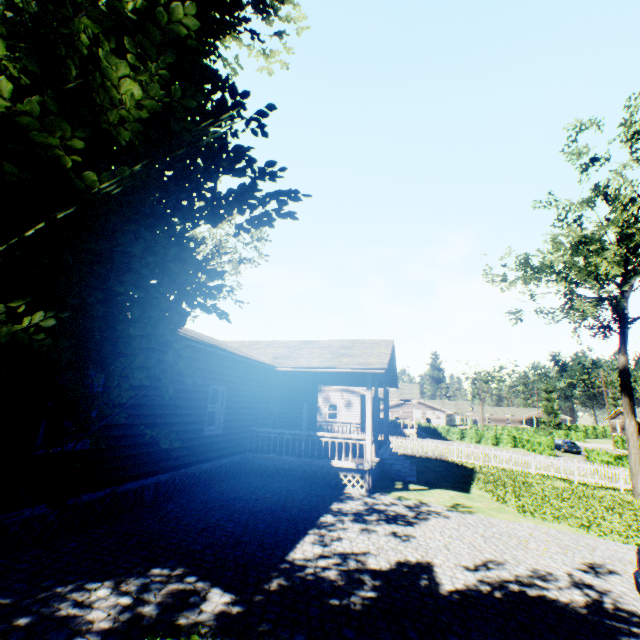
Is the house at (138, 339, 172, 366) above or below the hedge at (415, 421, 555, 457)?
above

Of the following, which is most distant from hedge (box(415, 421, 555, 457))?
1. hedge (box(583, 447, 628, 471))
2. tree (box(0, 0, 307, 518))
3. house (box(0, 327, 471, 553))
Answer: tree (box(0, 0, 307, 518))

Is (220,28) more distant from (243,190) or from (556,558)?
(556,558)

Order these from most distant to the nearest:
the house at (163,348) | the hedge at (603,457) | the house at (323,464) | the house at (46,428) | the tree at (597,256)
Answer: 1. the hedge at (603,457)
2. the tree at (597,256)
3. the house at (163,348)
4. the house at (323,464)
5. the house at (46,428)

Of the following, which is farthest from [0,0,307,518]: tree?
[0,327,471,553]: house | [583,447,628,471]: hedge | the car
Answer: the car

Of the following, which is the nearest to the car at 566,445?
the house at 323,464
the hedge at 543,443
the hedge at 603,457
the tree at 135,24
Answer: the hedge at 543,443

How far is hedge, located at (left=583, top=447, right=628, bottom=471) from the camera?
22.86m
